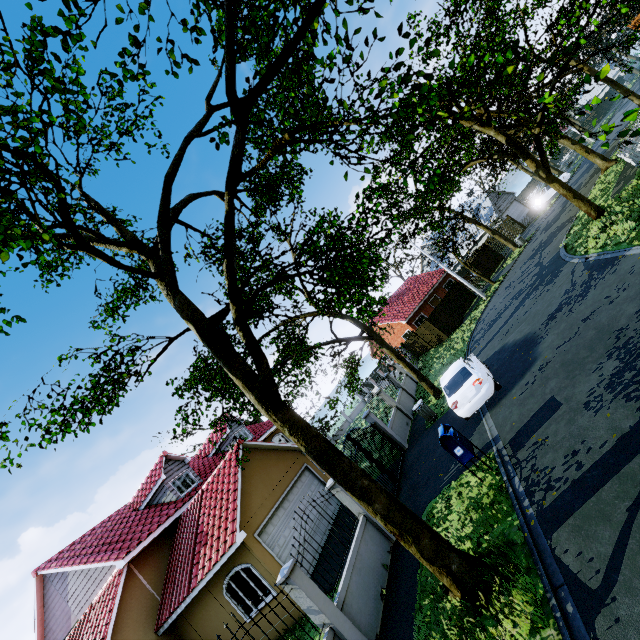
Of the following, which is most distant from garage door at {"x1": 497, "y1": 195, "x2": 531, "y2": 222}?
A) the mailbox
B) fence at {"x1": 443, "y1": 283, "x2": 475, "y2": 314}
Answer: the mailbox

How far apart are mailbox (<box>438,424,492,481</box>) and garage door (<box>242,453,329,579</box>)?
7.8m

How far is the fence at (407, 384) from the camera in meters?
15.6

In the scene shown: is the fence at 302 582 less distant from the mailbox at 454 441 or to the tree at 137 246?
the tree at 137 246

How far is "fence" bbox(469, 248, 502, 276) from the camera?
32.44m

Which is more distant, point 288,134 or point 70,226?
point 70,226

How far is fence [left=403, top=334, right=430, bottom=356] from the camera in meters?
30.5 m

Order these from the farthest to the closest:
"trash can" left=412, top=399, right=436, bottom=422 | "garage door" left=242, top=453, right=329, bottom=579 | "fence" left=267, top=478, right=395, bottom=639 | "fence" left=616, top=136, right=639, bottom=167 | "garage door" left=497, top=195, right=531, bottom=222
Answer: "garage door" left=497, top=195, right=531, bottom=222, "fence" left=616, top=136, right=639, bottom=167, "trash can" left=412, top=399, right=436, bottom=422, "garage door" left=242, top=453, right=329, bottom=579, "fence" left=267, top=478, right=395, bottom=639
